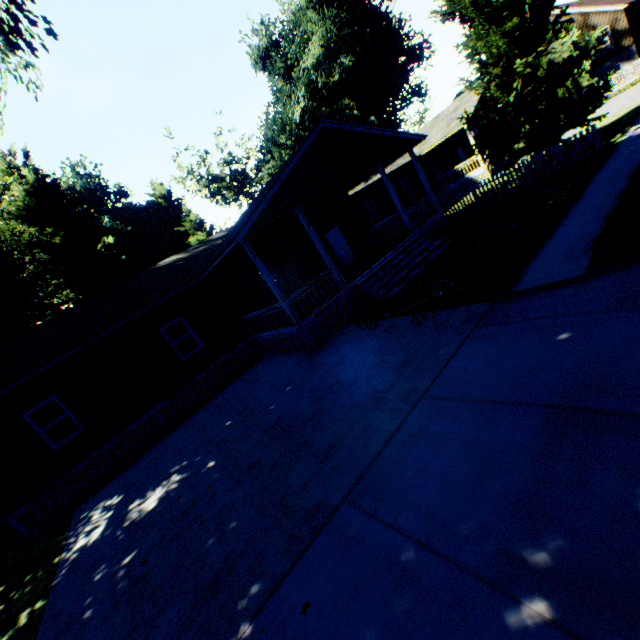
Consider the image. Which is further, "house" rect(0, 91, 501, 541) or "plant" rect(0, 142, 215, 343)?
"plant" rect(0, 142, 215, 343)

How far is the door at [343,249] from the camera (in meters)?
18.38

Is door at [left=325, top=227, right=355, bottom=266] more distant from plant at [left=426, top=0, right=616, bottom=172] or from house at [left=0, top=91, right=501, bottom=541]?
plant at [left=426, top=0, right=616, bottom=172]

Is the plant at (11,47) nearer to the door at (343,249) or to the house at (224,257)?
the house at (224,257)

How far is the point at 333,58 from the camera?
34.62m

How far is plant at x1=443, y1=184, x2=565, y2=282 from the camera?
8.69m

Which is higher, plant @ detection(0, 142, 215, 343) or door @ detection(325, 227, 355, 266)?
plant @ detection(0, 142, 215, 343)

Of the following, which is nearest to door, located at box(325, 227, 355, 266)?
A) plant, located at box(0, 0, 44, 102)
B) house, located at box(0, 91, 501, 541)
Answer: house, located at box(0, 91, 501, 541)
